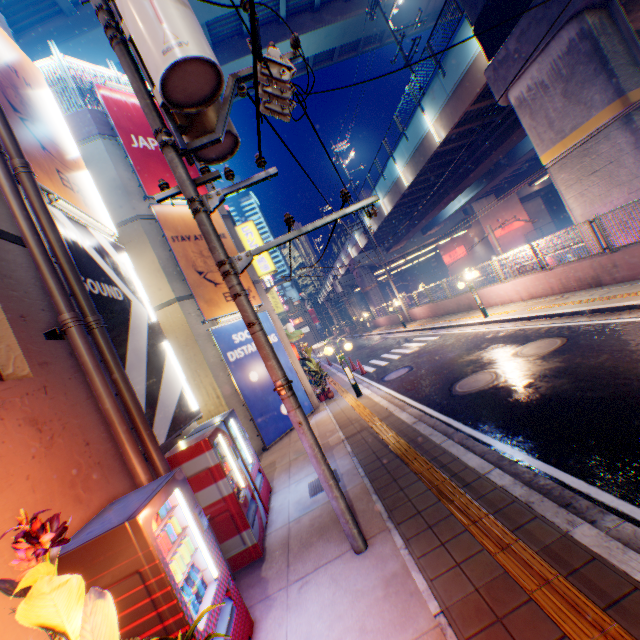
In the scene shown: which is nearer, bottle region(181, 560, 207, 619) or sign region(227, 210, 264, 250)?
bottle region(181, 560, 207, 619)

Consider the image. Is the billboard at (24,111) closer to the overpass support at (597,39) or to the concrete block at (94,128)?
the concrete block at (94,128)

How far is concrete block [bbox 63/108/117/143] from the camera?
10.53m

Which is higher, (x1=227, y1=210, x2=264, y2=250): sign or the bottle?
(x1=227, y1=210, x2=264, y2=250): sign

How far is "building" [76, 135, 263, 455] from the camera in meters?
10.3 m

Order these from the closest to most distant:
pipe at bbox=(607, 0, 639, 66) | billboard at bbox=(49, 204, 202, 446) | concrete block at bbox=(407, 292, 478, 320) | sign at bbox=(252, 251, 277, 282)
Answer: billboard at bbox=(49, 204, 202, 446) < pipe at bbox=(607, 0, 639, 66) < sign at bbox=(252, 251, 277, 282) < concrete block at bbox=(407, 292, 478, 320)

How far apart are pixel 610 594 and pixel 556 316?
9.8m

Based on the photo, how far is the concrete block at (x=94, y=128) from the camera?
10.5 meters
